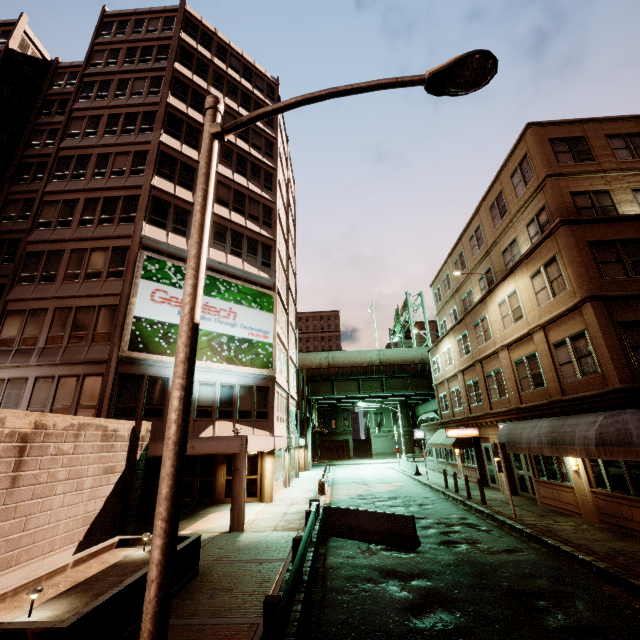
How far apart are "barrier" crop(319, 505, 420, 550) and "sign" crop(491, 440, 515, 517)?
5.3m

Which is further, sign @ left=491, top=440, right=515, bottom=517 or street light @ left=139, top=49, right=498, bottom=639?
sign @ left=491, top=440, right=515, bottom=517

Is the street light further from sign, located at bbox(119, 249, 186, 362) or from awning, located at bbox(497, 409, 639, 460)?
sign, located at bbox(119, 249, 186, 362)

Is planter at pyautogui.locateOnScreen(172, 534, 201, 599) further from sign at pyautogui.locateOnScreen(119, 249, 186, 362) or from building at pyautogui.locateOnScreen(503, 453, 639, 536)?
building at pyautogui.locateOnScreen(503, 453, 639, 536)

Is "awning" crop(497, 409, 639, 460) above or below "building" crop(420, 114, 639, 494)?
below

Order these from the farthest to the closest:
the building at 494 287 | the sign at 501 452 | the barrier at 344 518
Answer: the sign at 501 452 → the building at 494 287 → the barrier at 344 518

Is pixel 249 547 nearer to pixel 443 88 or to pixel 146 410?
pixel 146 410

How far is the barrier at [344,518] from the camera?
11.0m
